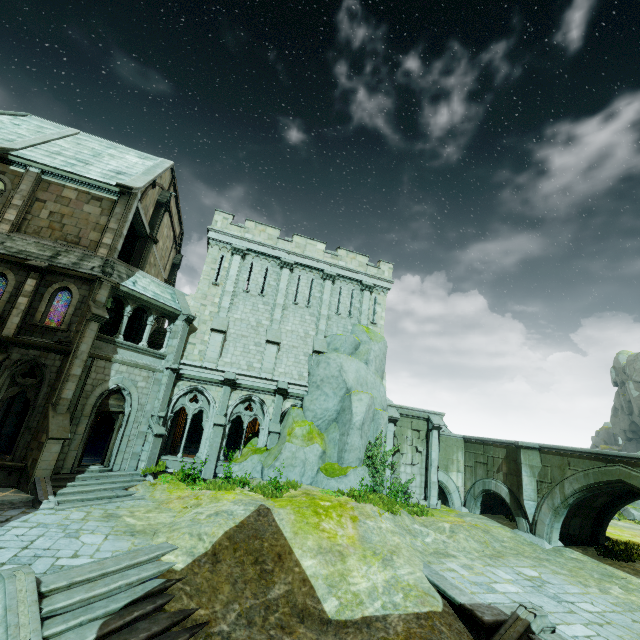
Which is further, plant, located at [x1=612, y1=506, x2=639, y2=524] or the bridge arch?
plant, located at [x1=612, y1=506, x2=639, y2=524]

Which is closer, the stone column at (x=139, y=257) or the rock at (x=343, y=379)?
the rock at (x=343, y=379)

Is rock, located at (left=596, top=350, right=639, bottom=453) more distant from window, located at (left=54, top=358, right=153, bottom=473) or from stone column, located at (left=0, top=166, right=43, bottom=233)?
stone column, located at (left=0, top=166, right=43, bottom=233)

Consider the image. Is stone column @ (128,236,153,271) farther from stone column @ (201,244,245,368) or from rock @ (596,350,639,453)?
rock @ (596,350,639,453)

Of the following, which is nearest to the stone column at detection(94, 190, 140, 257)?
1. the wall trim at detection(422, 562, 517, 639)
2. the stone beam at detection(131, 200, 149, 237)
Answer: the stone beam at detection(131, 200, 149, 237)

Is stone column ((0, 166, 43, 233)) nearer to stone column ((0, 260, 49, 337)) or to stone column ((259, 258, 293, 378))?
stone column ((0, 260, 49, 337))

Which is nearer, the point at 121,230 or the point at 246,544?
the point at 246,544

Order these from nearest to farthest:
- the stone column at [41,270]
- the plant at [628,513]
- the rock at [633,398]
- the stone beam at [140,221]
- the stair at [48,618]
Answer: the stair at [48,618] < the stone column at [41,270] < the stone beam at [140,221] < the plant at [628,513] < the rock at [633,398]
